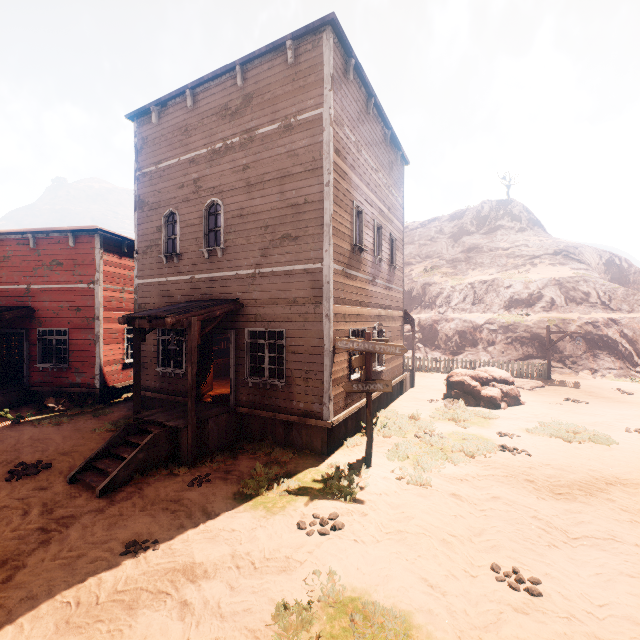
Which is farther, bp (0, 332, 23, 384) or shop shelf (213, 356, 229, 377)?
shop shelf (213, 356, 229, 377)

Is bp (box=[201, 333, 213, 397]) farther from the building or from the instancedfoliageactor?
the instancedfoliageactor

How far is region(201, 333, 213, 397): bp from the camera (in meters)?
10.81

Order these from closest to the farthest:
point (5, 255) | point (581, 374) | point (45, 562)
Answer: point (45, 562), point (5, 255), point (581, 374)

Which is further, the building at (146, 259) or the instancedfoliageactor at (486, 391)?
the instancedfoliageactor at (486, 391)

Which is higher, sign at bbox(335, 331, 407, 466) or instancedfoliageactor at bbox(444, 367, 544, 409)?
sign at bbox(335, 331, 407, 466)

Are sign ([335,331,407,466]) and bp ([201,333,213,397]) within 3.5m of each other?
no

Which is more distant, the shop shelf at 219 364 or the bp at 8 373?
the shop shelf at 219 364
